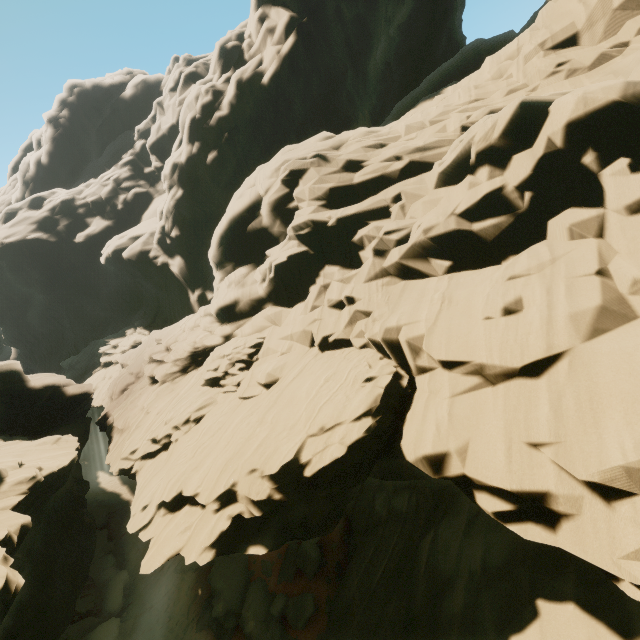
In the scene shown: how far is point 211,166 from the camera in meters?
38.0
